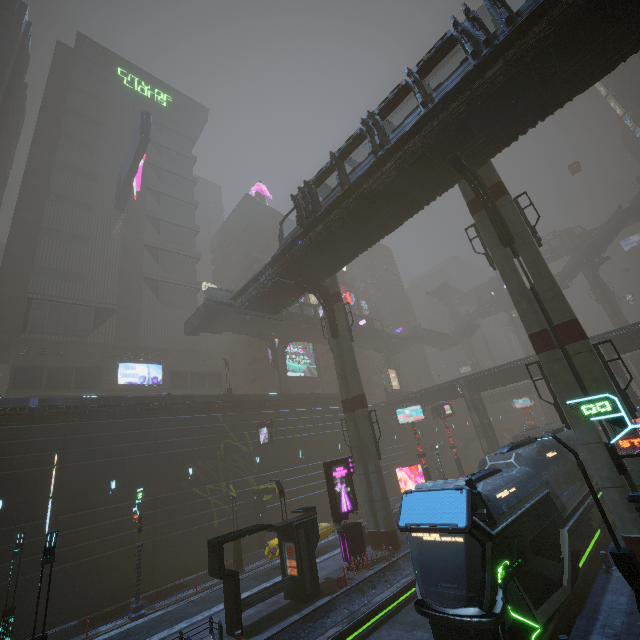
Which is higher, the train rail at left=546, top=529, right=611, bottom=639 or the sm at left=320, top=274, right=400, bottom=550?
the sm at left=320, top=274, right=400, bottom=550

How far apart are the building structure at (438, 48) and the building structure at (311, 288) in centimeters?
1495cm

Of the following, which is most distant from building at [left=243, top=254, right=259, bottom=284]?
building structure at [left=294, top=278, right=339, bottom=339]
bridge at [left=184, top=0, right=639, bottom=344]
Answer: building structure at [left=294, top=278, right=339, bottom=339]

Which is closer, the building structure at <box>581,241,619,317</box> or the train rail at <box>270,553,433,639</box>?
the train rail at <box>270,553,433,639</box>

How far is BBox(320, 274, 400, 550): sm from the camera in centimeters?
2153cm

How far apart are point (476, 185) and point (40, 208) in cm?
5577

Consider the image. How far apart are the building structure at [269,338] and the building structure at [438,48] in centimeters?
3212cm

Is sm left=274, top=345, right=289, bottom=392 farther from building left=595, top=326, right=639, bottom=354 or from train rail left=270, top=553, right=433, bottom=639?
train rail left=270, top=553, right=433, bottom=639
